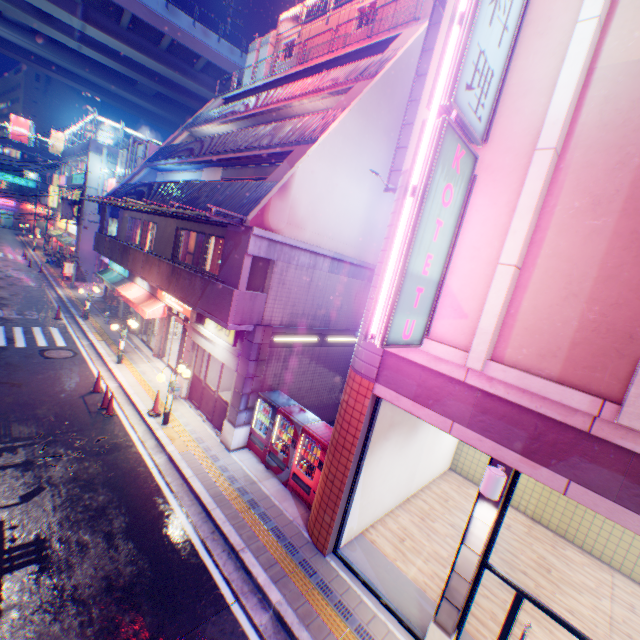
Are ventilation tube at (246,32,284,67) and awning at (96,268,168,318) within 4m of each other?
no

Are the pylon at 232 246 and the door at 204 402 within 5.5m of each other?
yes

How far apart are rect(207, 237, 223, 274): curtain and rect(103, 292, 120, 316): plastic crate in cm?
1209

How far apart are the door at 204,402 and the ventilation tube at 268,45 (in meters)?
18.80

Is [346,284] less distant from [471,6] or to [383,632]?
Result: [471,6]

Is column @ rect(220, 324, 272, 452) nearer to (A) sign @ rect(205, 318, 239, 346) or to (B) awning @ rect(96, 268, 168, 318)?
(A) sign @ rect(205, 318, 239, 346)

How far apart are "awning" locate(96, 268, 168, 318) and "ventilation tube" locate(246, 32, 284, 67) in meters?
15.9 m

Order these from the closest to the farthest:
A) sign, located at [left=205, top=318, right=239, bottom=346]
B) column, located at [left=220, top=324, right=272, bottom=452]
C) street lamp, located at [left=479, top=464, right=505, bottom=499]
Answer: street lamp, located at [left=479, top=464, right=505, bottom=499], column, located at [left=220, top=324, right=272, bottom=452], sign, located at [left=205, top=318, right=239, bottom=346]
